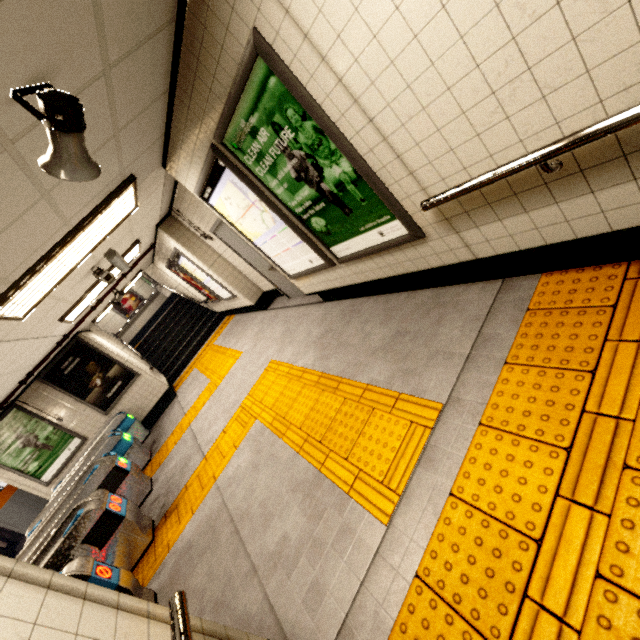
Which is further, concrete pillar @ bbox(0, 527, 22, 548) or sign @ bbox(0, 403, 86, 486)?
concrete pillar @ bbox(0, 527, 22, 548)

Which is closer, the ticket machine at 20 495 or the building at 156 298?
the ticket machine at 20 495

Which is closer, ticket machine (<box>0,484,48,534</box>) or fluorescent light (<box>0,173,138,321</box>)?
fluorescent light (<box>0,173,138,321</box>)

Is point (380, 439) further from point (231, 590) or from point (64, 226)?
point (64, 226)

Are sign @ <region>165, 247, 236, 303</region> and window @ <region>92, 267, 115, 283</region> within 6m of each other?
yes

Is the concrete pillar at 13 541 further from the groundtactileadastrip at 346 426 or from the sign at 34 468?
the sign at 34 468

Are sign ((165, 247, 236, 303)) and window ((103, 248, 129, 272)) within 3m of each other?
yes

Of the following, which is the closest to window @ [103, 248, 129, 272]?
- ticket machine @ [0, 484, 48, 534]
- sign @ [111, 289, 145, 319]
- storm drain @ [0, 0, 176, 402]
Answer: storm drain @ [0, 0, 176, 402]
